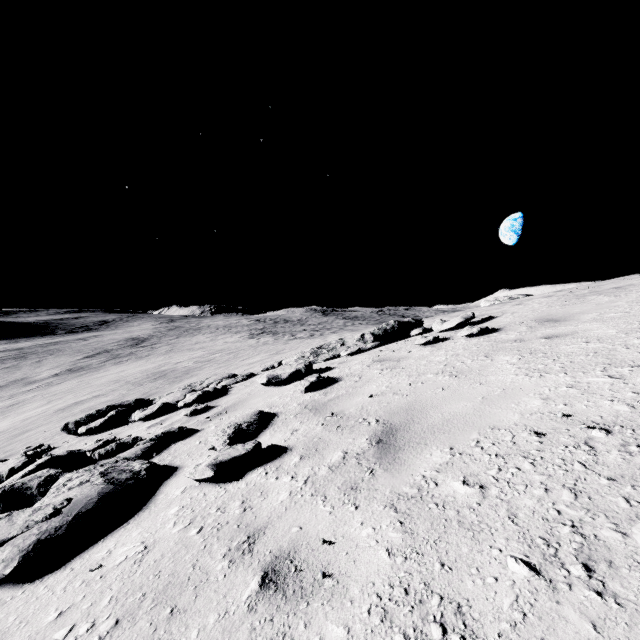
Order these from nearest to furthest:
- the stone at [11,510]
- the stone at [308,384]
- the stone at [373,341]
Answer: the stone at [11,510]
the stone at [308,384]
the stone at [373,341]

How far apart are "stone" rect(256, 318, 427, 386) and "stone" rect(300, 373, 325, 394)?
2.2 meters

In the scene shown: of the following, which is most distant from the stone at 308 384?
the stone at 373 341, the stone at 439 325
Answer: the stone at 439 325

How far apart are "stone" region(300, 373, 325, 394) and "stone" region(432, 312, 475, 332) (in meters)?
3.24

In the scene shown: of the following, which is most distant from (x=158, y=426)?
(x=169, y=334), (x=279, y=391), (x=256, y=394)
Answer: (x=169, y=334)

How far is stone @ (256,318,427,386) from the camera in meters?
6.8

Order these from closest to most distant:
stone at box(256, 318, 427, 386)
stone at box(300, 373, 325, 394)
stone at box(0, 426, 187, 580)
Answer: stone at box(0, 426, 187, 580)
stone at box(300, 373, 325, 394)
stone at box(256, 318, 427, 386)

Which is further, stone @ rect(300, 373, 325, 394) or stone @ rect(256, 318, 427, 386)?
stone @ rect(256, 318, 427, 386)
